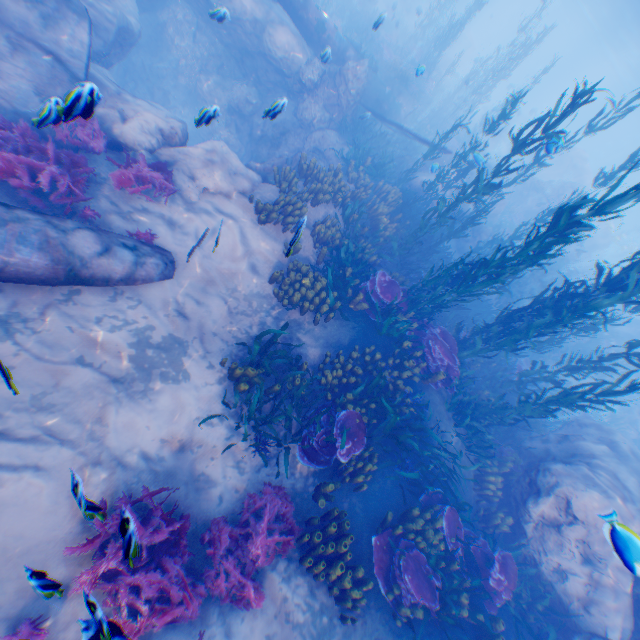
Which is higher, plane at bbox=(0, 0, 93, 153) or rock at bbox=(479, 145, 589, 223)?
rock at bbox=(479, 145, 589, 223)

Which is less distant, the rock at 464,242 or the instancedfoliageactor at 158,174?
the instancedfoliageactor at 158,174

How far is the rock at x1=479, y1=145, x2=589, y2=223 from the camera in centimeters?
2172cm

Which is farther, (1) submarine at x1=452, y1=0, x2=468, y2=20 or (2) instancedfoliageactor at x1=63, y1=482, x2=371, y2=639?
(1) submarine at x1=452, y1=0, x2=468, y2=20

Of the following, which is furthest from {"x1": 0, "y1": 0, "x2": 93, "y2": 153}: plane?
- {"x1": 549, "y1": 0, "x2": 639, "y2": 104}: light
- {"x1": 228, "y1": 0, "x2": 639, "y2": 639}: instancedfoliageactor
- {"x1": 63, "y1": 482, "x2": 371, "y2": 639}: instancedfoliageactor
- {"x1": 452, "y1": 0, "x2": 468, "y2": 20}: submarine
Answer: {"x1": 452, "y1": 0, "x2": 468, "y2": 20}: submarine

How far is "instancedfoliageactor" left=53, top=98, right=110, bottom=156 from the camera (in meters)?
3.54

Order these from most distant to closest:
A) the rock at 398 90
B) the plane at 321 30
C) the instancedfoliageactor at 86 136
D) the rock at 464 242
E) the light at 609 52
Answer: the light at 609 52 < the rock at 398 90 < the rock at 464 242 < the plane at 321 30 < the instancedfoliageactor at 86 136

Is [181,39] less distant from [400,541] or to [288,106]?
[288,106]
